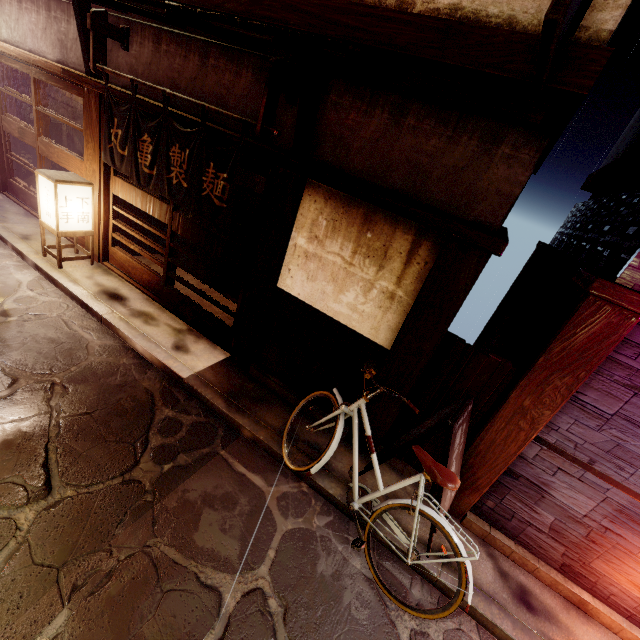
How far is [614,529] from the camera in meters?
5.6 m

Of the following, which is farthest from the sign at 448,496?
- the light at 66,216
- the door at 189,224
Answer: the light at 66,216

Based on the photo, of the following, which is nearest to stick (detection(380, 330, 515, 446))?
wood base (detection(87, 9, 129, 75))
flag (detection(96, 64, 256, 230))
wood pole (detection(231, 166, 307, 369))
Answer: wood pole (detection(231, 166, 307, 369))

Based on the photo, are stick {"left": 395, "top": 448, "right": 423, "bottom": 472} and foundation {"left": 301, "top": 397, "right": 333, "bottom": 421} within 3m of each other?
yes

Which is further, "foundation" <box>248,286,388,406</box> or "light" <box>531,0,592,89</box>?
"foundation" <box>248,286,388,406</box>

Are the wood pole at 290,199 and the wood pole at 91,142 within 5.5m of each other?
no

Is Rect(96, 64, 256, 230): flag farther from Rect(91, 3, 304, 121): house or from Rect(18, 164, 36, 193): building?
Rect(18, 164, 36, 193): building

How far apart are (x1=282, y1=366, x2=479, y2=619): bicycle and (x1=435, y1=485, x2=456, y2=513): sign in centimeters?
12cm
